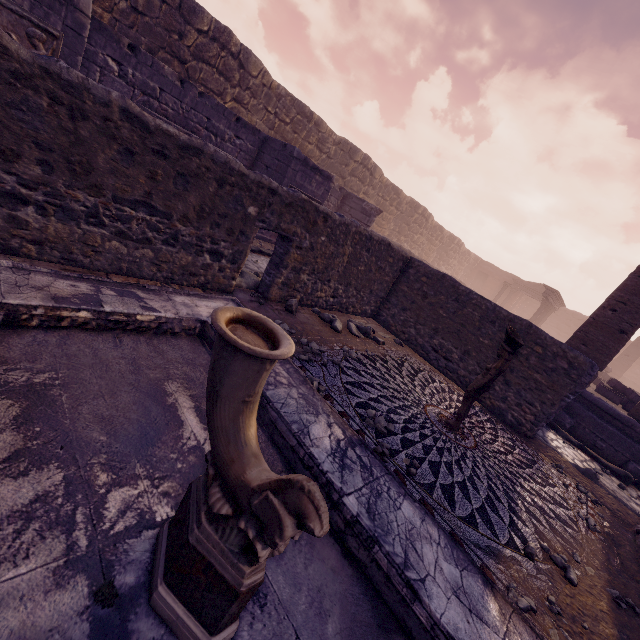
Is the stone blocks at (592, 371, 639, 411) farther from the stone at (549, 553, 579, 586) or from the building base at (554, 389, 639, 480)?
the stone at (549, 553, 579, 586)

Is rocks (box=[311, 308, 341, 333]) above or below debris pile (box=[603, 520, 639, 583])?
above

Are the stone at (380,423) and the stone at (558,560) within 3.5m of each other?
yes

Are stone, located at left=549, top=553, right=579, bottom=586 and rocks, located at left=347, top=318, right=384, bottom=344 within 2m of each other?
no

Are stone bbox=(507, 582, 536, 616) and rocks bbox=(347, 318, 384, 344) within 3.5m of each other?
no

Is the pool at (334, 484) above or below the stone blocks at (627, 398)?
below

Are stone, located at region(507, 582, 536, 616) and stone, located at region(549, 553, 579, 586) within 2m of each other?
yes

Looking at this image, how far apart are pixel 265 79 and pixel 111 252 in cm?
1166
